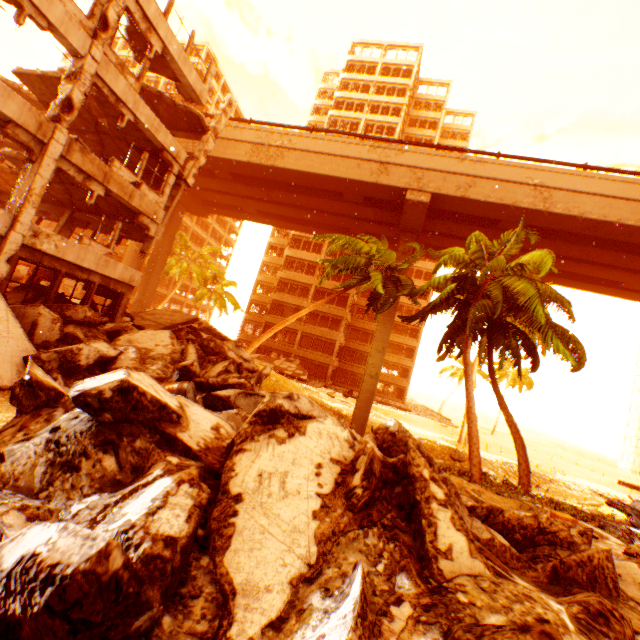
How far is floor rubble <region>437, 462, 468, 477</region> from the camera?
10.5 meters

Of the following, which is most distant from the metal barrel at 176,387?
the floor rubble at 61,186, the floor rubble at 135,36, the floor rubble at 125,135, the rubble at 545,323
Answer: Answer: the floor rubble at 135,36

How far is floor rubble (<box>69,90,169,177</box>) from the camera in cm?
1295

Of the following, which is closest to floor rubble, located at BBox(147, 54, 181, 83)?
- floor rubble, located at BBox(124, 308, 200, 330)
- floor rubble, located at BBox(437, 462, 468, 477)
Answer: floor rubble, located at BBox(124, 308, 200, 330)

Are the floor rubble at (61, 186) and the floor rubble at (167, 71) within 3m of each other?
no

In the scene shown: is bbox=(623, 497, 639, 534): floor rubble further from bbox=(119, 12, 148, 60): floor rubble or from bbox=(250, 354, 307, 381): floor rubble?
bbox=(119, 12, 148, 60): floor rubble

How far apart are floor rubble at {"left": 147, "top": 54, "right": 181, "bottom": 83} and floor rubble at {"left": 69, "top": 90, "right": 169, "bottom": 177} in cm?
248

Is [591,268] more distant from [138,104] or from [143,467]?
[143,467]
